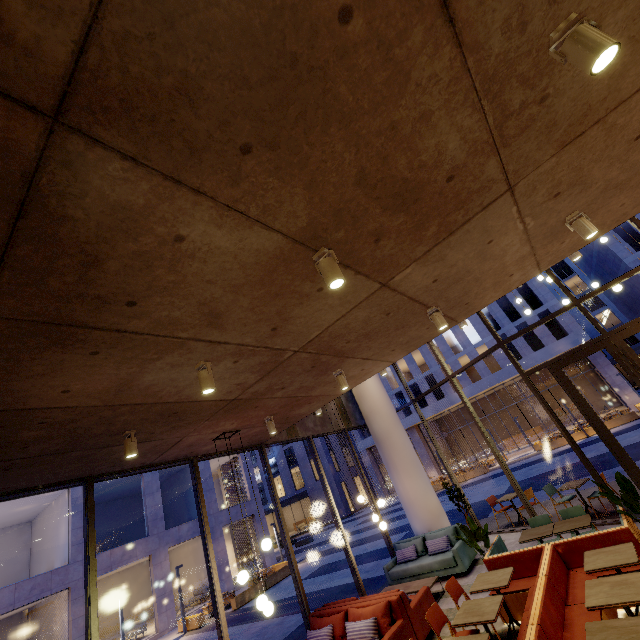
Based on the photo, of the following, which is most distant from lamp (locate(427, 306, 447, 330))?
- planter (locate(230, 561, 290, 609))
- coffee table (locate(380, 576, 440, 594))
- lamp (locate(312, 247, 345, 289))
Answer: planter (locate(230, 561, 290, 609))

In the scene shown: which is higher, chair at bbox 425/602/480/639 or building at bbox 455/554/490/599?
chair at bbox 425/602/480/639

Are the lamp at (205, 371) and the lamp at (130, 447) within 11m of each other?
yes

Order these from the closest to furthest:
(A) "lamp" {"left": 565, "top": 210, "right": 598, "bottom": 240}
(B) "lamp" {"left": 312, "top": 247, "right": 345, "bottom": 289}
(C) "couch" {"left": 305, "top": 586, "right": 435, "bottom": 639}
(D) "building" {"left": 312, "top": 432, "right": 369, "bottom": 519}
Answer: (B) "lamp" {"left": 312, "top": 247, "right": 345, "bottom": 289} < (A) "lamp" {"left": 565, "top": 210, "right": 598, "bottom": 240} < (C) "couch" {"left": 305, "top": 586, "right": 435, "bottom": 639} < (D) "building" {"left": 312, "top": 432, "right": 369, "bottom": 519}

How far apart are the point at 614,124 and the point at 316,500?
46.4m

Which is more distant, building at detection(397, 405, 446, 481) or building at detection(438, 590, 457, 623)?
building at detection(397, 405, 446, 481)

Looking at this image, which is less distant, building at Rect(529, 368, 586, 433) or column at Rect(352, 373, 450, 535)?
column at Rect(352, 373, 450, 535)

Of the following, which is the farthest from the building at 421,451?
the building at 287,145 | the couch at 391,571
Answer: the couch at 391,571
